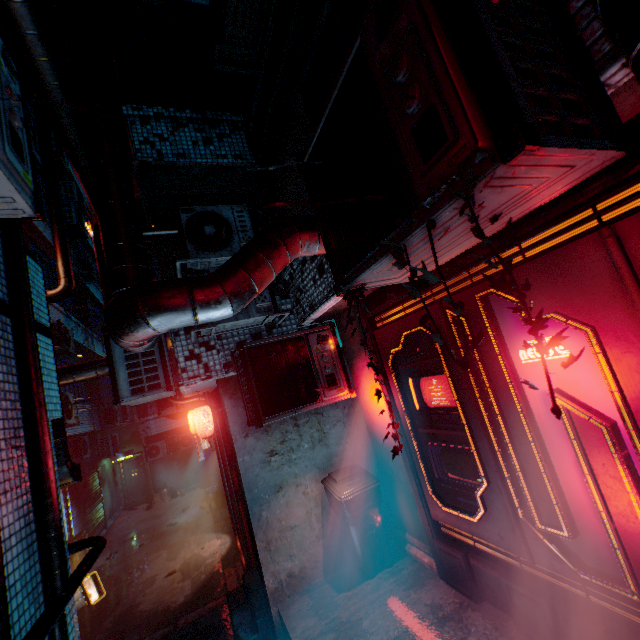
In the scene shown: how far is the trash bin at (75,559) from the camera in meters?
7.7

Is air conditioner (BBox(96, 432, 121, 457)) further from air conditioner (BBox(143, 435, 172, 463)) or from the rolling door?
air conditioner (BBox(143, 435, 172, 463))

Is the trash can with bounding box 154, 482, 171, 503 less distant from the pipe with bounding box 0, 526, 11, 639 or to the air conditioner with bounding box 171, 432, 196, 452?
the air conditioner with bounding box 171, 432, 196, 452

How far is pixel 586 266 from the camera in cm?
168

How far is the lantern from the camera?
5.0 meters

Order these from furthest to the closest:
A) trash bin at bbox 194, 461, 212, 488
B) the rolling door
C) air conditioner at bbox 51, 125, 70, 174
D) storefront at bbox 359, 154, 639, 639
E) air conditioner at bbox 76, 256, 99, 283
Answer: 1. trash bin at bbox 194, 461, 212, 488
2. air conditioner at bbox 76, 256, 99, 283
3. air conditioner at bbox 51, 125, 70, 174
4. the rolling door
5. storefront at bbox 359, 154, 639, 639

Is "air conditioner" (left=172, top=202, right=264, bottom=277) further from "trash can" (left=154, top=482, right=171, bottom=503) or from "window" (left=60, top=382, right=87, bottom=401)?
"trash can" (left=154, top=482, right=171, bottom=503)

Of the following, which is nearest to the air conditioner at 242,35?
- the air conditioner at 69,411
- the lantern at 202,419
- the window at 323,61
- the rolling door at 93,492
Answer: the window at 323,61
